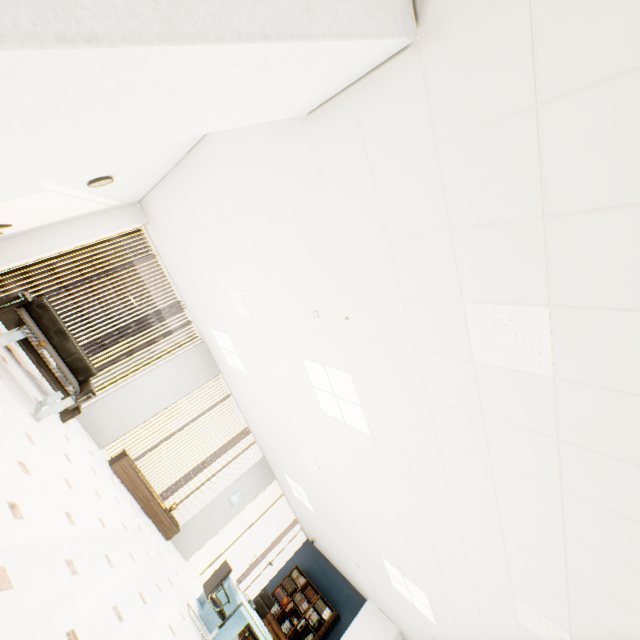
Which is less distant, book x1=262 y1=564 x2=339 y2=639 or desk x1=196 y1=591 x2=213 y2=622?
desk x1=196 y1=591 x2=213 y2=622

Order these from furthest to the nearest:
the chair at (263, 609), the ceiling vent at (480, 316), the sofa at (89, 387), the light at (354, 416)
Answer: the chair at (263, 609) → the sofa at (89, 387) → the light at (354, 416) → the ceiling vent at (480, 316)

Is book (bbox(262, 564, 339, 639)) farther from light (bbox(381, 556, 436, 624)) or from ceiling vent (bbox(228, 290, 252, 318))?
ceiling vent (bbox(228, 290, 252, 318))

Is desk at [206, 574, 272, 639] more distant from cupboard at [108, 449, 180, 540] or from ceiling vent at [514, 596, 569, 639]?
ceiling vent at [514, 596, 569, 639]

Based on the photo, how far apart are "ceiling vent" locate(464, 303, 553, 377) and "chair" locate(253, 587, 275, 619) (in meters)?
8.80

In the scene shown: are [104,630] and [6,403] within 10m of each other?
yes

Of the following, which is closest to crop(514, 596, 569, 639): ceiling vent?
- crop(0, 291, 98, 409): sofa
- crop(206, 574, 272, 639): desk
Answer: crop(206, 574, 272, 639): desk

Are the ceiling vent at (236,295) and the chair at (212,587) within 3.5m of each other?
no
